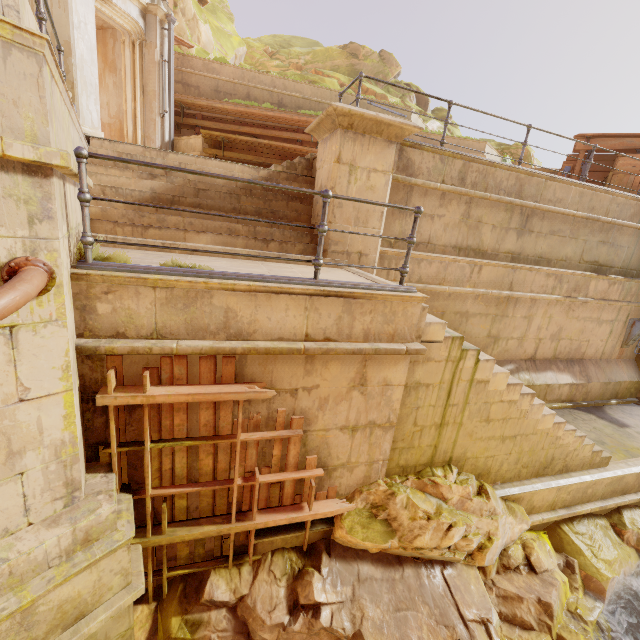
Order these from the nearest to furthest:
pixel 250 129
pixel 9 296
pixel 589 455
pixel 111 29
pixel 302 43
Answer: pixel 9 296
pixel 589 455
pixel 111 29
pixel 250 129
pixel 302 43

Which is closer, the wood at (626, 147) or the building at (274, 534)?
the building at (274, 534)

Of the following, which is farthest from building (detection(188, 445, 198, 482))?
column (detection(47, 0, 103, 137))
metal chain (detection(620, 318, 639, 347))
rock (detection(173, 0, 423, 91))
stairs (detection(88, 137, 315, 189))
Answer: metal chain (detection(620, 318, 639, 347))

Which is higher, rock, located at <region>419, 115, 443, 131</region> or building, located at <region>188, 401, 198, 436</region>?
rock, located at <region>419, 115, 443, 131</region>

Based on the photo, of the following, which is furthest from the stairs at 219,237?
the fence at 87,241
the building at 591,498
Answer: the building at 591,498

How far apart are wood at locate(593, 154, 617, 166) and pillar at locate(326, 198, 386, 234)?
7.1 meters

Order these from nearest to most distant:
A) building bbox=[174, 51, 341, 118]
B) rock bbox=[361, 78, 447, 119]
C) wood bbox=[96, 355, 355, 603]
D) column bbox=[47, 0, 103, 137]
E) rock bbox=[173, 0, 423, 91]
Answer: wood bbox=[96, 355, 355, 603] → column bbox=[47, 0, 103, 137] → building bbox=[174, 51, 341, 118] → rock bbox=[173, 0, 423, 91] → rock bbox=[361, 78, 447, 119]

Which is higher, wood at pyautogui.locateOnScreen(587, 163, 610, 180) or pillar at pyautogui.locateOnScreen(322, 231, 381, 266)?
wood at pyautogui.locateOnScreen(587, 163, 610, 180)
